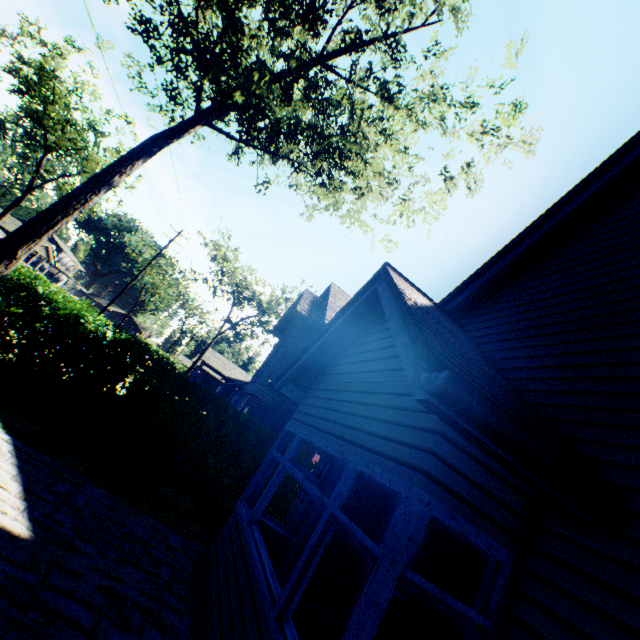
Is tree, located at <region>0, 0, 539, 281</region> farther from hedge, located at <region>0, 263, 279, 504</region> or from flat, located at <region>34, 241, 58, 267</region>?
flat, located at <region>34, 241, 58, 267</region>

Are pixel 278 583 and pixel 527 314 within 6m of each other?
yes

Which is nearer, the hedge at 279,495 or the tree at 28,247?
the tree at 28,247

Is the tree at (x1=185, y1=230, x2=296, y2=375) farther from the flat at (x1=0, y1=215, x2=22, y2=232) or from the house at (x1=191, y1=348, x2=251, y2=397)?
the flat at (x1=0, y1=215, x2=22, y2=232)

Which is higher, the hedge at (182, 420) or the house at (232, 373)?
the house at (232, 373)

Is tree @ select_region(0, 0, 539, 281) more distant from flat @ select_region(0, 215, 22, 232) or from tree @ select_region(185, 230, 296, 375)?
tree @ select_region(185, 230, 296, 375)

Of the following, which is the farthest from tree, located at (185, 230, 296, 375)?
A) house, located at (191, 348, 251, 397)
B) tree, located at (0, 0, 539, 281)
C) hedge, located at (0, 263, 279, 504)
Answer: hedge, located at (0, 263, 279, 504)

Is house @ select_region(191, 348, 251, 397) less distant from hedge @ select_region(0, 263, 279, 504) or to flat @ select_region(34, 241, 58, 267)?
hedge @ select_region(0, 263, 279, 504)
